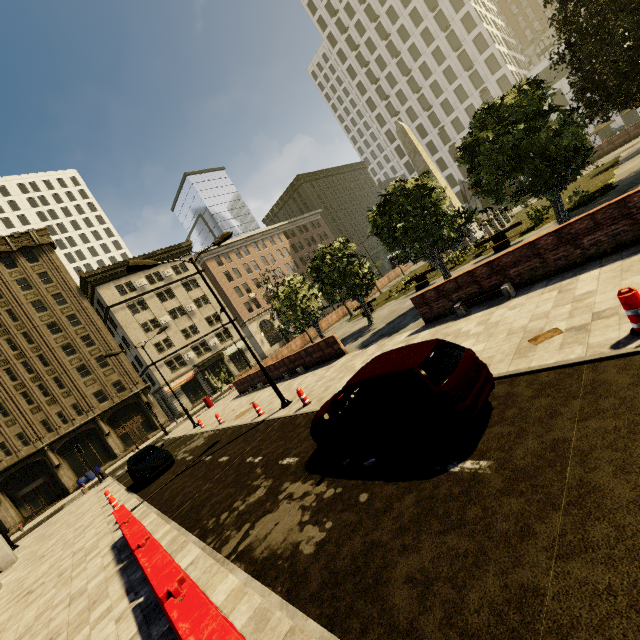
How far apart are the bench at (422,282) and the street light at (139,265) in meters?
12.6

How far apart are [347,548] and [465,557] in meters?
1.7

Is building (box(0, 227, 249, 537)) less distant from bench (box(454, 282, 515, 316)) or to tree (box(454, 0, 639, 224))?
tree (box(454, 0, 639, 224))

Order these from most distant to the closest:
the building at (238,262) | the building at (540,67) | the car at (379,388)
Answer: the building at (238,262)
the building at (540,67)
the car at (379,388)

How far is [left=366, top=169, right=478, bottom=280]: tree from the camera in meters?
14.2

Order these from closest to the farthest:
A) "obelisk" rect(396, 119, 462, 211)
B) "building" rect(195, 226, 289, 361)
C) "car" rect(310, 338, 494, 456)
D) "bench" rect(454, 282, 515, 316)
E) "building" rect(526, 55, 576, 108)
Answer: "car" rect(310, 338, 494, 456) < "bench" rect(454, 282, 515, 316) < "obelisk" rect(396, 119, 462, 211) < "building" rect(526, 55, 576, 108) < "building" rect(195, 226, 289, 361)

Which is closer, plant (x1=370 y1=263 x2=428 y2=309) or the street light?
the street light

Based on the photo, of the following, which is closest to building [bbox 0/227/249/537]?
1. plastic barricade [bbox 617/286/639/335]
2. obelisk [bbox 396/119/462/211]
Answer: plastic barricade [bbox 617/286/639/335]
